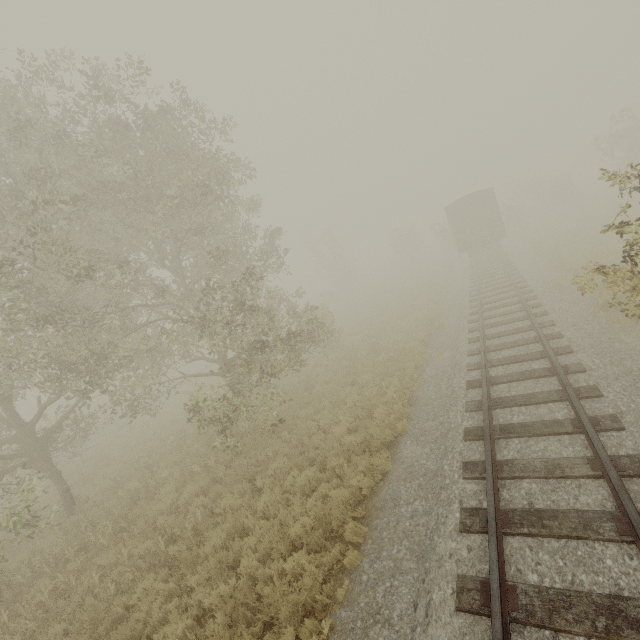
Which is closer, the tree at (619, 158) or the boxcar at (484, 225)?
the tree at (619, 158)

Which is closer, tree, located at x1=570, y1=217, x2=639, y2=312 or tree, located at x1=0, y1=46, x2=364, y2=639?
tree, located at x1=570, y1=217, x2=639, y2=312

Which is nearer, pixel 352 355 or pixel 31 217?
pixel 31 217

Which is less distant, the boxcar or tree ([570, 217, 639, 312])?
tree ([570, 217, 639, 312])

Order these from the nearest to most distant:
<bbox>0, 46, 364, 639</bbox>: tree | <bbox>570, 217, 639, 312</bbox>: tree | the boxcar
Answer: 1. <bbox>570, 217, 639, 312</bbox>: tree
2. <bbox>0, 46, 364, 639</bbox>: tree
3. the boxcar

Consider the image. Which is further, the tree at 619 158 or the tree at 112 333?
the tree at 112 333

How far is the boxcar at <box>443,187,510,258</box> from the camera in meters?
22.9 m
